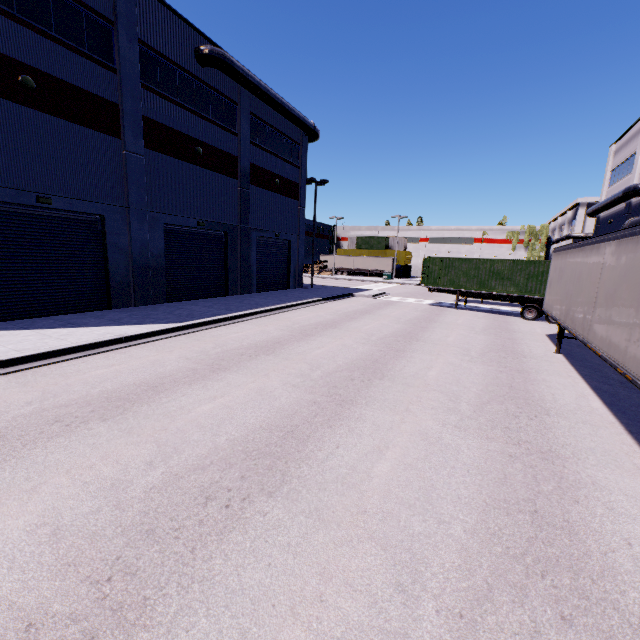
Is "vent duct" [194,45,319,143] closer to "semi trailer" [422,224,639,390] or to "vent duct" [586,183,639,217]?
"semi trailer" [422,224,639,390]

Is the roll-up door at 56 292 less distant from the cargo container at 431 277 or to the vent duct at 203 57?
the cargo container at 431 277

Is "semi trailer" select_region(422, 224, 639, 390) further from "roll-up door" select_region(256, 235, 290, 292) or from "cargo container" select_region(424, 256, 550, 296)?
"roll-up door" select_region(256, 235, 290, 292)

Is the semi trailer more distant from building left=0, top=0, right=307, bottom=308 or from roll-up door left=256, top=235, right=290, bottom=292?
roll-up door left=256, top=235, right=290, bottom=292

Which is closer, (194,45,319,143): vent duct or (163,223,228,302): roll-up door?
(194,45,319,143): vent duct

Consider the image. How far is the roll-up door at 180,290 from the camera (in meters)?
18.52

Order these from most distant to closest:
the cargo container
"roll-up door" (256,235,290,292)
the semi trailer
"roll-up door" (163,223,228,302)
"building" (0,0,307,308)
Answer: "roll-up door" (256,235,290,292)
the cargo container
"roll-up door" (163,223,228,302)
"building" (0,0,307,308)
the semi trailer

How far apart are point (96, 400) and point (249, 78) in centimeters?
2138cm
